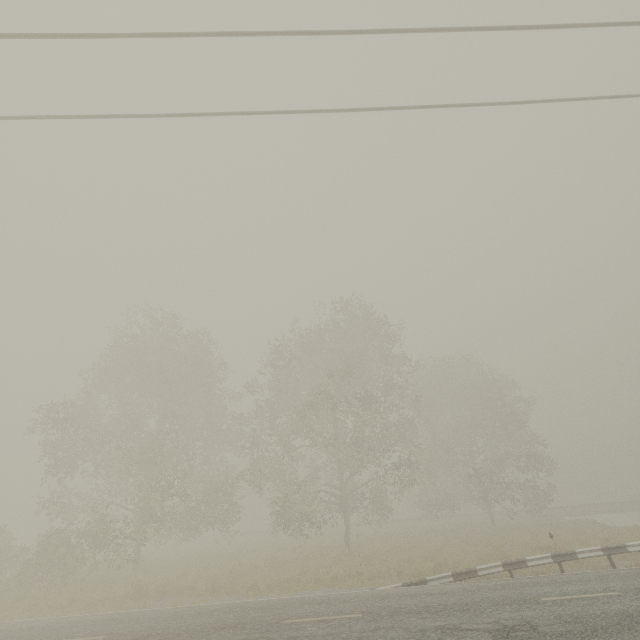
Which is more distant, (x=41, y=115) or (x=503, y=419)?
(x=503, y=419)
